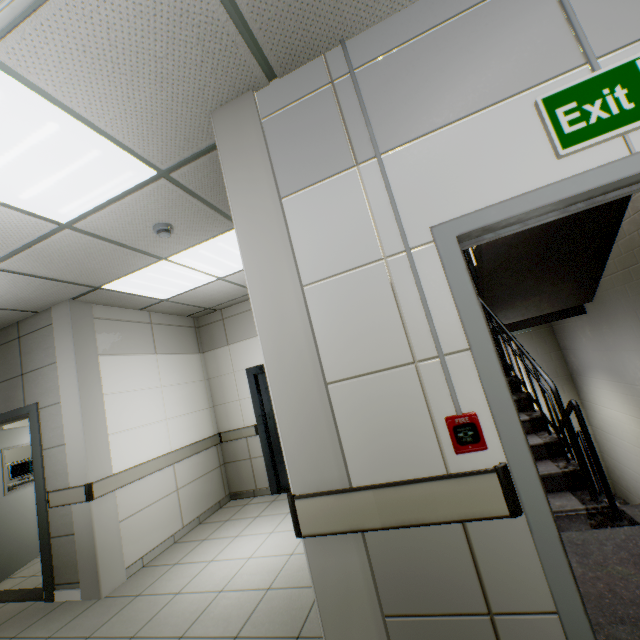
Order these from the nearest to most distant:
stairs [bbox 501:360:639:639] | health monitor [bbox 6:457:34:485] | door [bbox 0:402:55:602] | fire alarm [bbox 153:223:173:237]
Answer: stairs [bbox 501:360:639:639], fire alarm [bbox 153:223:173:237], door [bbox 0:402:55:602], health monitor [bbox 6:457:34:485]

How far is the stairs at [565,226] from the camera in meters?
3.7

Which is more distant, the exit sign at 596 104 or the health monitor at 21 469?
the health monitor at 21 469

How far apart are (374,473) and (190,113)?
2.2m

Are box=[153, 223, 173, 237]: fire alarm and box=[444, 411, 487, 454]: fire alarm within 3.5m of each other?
yes

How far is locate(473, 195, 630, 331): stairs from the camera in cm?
367

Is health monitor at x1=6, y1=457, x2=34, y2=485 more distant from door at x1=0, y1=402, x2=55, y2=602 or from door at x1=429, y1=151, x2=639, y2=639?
door at x1=429, y1=151, x2=639, y2=639

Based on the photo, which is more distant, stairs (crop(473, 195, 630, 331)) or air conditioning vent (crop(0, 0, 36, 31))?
stairs (crop(473, 195, 630, 331))
